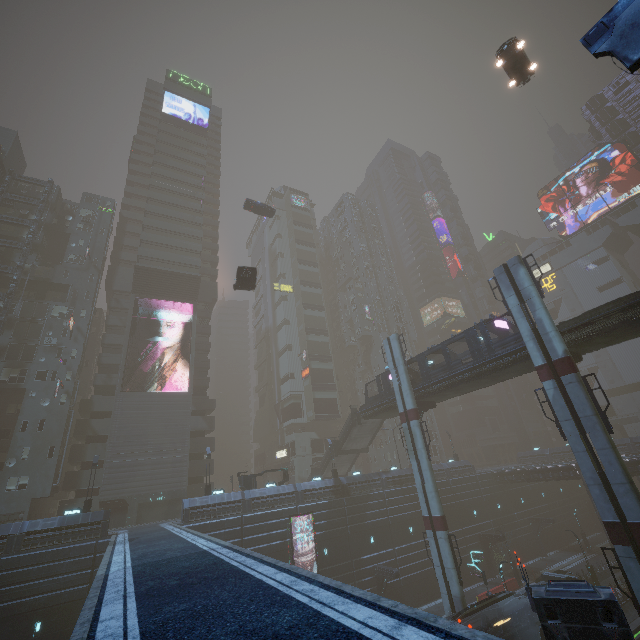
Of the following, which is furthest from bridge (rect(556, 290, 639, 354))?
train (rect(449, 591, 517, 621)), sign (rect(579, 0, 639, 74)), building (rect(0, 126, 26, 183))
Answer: train (rect(449, 591, 517, 621))

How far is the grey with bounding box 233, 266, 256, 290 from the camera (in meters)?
29.89

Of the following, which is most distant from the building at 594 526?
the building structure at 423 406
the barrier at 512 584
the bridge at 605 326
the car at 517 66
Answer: the building structure at 423 406

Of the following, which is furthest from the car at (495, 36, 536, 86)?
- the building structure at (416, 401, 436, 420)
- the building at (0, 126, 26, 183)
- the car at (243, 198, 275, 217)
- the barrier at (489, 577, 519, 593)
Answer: the barrier at (489, 577, 519, 593)

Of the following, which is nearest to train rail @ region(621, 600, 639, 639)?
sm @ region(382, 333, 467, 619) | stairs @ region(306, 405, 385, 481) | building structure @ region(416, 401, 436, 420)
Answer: sm @ region(382, 333, 467, 619)

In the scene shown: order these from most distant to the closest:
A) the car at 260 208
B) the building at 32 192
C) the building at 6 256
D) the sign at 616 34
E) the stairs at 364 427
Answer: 1. the building at 32 192
2. the car at 260 208
3. the building at 6 256
4. the stairs at 364 427
5. the sign at 616 34

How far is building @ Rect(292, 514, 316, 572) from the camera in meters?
32.7

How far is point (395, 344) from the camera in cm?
3416
